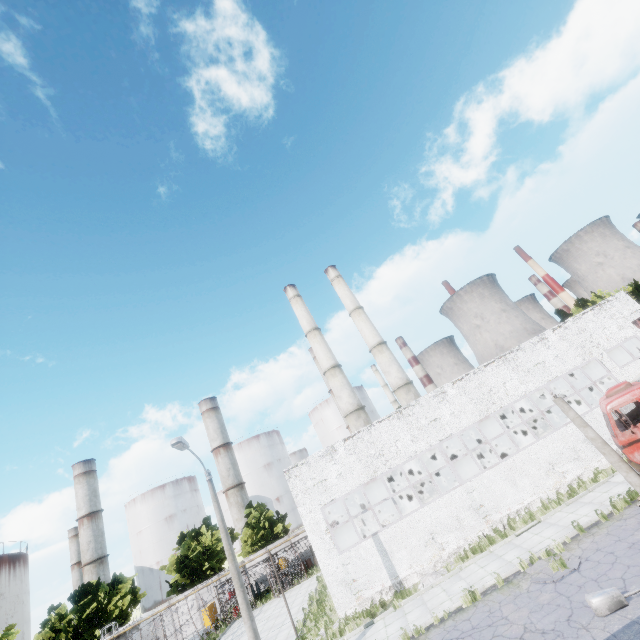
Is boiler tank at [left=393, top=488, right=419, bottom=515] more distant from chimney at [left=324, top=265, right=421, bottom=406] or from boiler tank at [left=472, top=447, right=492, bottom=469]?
chimney at [left=324, top=265, right=421, bottom=406]

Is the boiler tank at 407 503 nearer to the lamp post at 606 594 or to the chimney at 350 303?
the chimney at 350 303

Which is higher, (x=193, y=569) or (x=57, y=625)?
(x=57, y=625)

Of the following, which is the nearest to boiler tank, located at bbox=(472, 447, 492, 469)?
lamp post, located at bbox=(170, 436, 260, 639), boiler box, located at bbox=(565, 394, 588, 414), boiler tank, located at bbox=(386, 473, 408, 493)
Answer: boiler tank, located at bbox=(386, 473, 408, 493)

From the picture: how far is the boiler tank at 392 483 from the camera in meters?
24.4

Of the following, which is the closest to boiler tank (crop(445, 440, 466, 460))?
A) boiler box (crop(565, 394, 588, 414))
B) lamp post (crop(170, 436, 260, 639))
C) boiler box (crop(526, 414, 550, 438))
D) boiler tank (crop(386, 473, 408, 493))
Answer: boiler box (crop(526, 414, 550, 438))

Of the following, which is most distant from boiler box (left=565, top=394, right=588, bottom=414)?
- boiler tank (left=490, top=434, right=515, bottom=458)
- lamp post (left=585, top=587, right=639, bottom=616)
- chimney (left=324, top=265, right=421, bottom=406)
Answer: lamp post (left=585, top=587, right=639, bottom=616)

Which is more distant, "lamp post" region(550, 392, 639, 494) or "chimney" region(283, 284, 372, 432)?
"chimney" region(283, 284, 372, 432)
